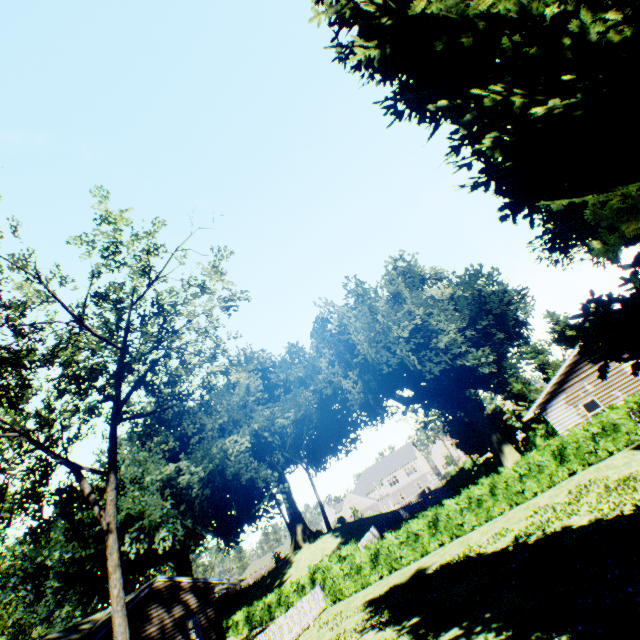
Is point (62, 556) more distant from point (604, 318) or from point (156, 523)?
point (604, 318)

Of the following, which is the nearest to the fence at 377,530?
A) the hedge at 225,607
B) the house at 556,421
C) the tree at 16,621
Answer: the house at 556,421

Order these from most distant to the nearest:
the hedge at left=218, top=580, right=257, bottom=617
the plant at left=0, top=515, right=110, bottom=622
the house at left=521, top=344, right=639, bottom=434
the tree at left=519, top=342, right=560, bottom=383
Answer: the hedge at left=218, top=580, right=257, bottom=617 < the tree at left=519, top=342, right=560, bottom=383 < the plant at left=0, top=515, right=110, bottom=622 < the house at left=521, top=344, right=639, bottom=434

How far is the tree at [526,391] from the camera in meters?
43.4

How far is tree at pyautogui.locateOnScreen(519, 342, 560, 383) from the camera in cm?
4469

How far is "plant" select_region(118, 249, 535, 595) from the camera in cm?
2858

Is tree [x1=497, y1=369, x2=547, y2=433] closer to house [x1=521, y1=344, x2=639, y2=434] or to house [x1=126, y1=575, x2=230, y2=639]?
house [x1=521, y1=344, x2=639, y2=434]
